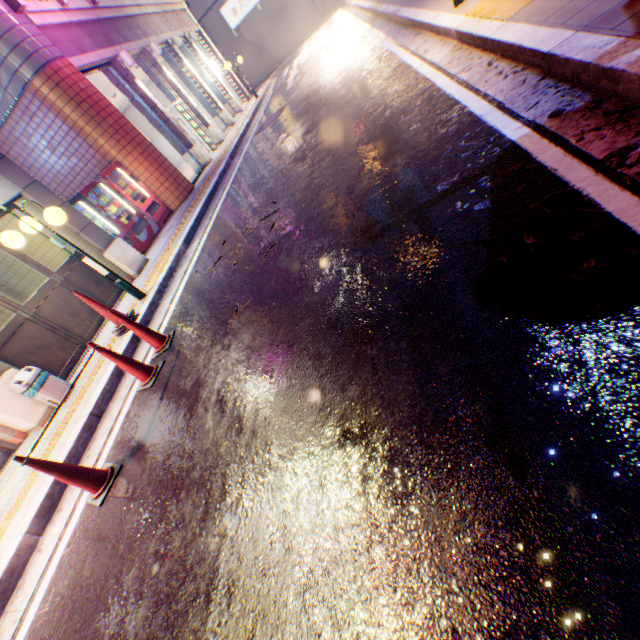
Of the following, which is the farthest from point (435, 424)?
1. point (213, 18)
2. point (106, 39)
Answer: point (213, 18)

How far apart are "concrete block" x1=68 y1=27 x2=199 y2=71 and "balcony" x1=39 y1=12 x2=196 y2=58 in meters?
0.0

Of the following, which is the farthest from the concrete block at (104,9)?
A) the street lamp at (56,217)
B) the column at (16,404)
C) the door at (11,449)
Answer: the door at (11,449)

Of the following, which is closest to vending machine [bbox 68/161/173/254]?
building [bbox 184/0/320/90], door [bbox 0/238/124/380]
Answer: door [bbox 0/238/124/380]

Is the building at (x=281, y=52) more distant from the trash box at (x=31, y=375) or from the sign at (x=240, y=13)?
the trash box at (x=31, y=375)

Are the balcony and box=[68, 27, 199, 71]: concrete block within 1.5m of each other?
yes

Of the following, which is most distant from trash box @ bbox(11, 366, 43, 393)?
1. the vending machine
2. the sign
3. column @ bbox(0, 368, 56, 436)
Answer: the sign

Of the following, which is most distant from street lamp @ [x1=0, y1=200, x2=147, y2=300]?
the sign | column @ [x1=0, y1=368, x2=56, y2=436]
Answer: the sign
